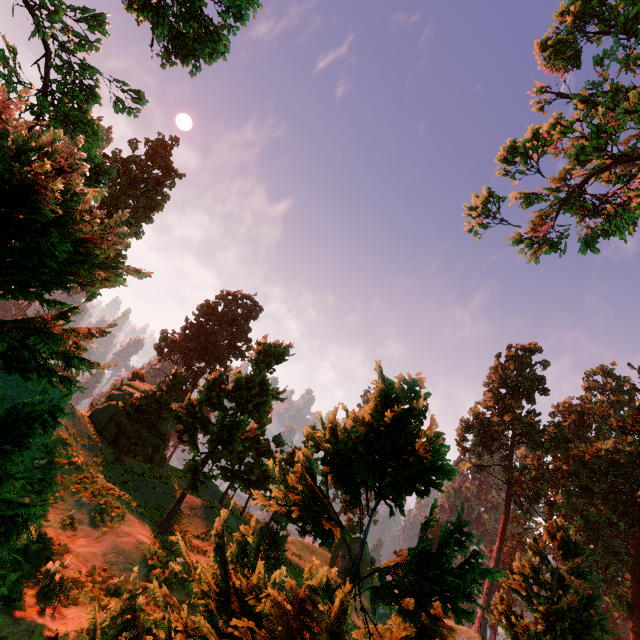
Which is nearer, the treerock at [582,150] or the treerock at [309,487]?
the treerock at [309,487]

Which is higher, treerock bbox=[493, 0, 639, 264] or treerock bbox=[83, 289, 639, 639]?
treerock bbox=[493, 0, 639, 264]

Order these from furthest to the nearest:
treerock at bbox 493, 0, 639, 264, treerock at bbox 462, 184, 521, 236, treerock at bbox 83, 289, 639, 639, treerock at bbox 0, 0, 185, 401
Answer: treerock at bbox 462, 184, 521, 236 → treerock at bbox 493, 0, 639, 264 → treerock at bbox 83, 289, 639, 639 → treerock at bbox 0, 0, 185, 401

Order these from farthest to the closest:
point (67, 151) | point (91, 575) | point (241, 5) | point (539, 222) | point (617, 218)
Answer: point (539, 222) → point (617, 218) → point (91, 575) → point (241, 5) → point (67, 151)

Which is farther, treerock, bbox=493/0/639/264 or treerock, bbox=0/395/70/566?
treerock, bbox=493/0/639/264
